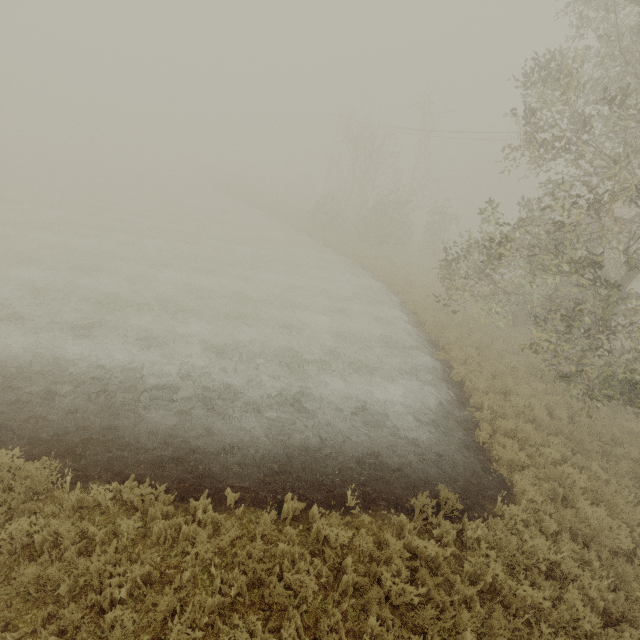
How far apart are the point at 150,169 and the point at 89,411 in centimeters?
5093cm
